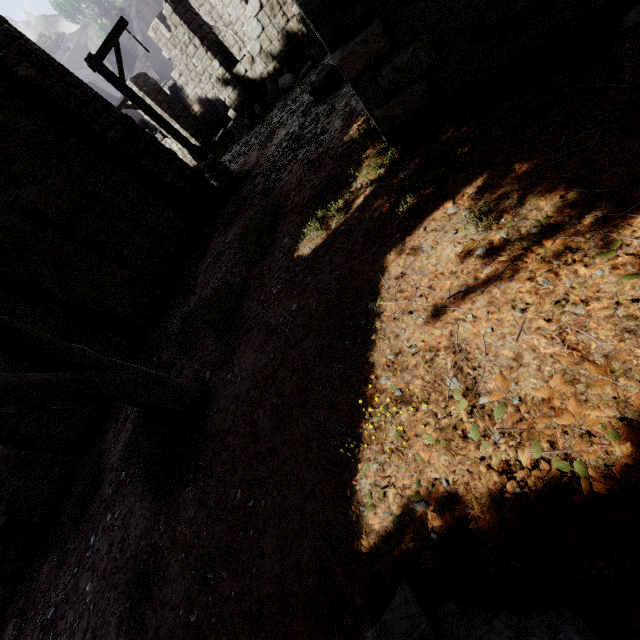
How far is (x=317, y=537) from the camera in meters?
2.7 m

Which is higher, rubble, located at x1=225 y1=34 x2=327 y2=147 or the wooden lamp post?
A: the wooden lamp post

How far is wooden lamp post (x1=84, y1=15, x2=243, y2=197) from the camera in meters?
8.4 m

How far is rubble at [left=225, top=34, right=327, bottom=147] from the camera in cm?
1278

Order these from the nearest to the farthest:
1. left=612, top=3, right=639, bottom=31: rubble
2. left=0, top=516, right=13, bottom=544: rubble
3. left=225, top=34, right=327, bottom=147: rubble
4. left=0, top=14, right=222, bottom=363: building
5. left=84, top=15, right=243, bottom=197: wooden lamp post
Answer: left=612, top=3, right=639, bottom=31: rubble < left=0, top=516, right=13, bottom=544: rubble < left=0, top=14, right=222, bottom=363: building < left=84, top=15, right=243, bottom=197: wooden lamp post < left=225, top=34, right=327, bottom=147: rubble

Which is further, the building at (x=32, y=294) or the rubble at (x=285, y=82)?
the rubble at (x=285, y=82)

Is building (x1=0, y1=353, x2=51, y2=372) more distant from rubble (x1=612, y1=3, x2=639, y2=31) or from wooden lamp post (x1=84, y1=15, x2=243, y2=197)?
wooden lamp post (x1=84, y1=15, x2=243, y2=197)

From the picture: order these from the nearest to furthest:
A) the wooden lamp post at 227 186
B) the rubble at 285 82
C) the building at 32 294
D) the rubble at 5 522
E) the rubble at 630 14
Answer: the rubble at 630 14, the rubble at 5 522, the building at 32 294, the wooden lamp post at 227 186, the rubble at 285 82
